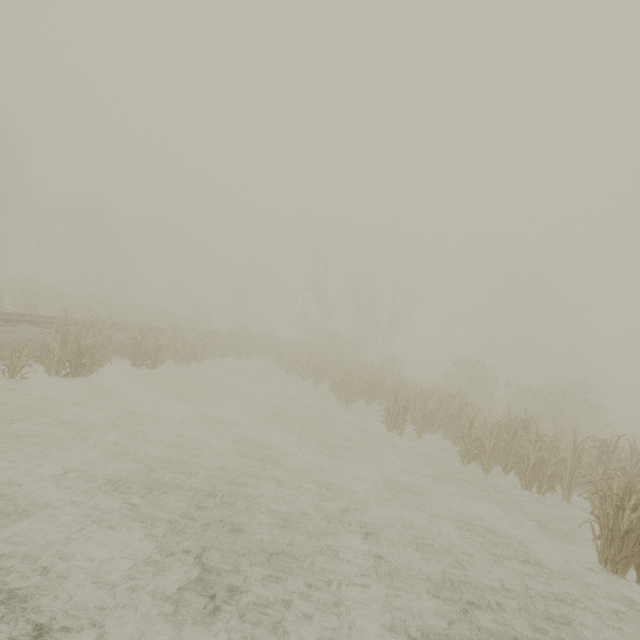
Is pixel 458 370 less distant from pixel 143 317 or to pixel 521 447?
pixel 521 447
